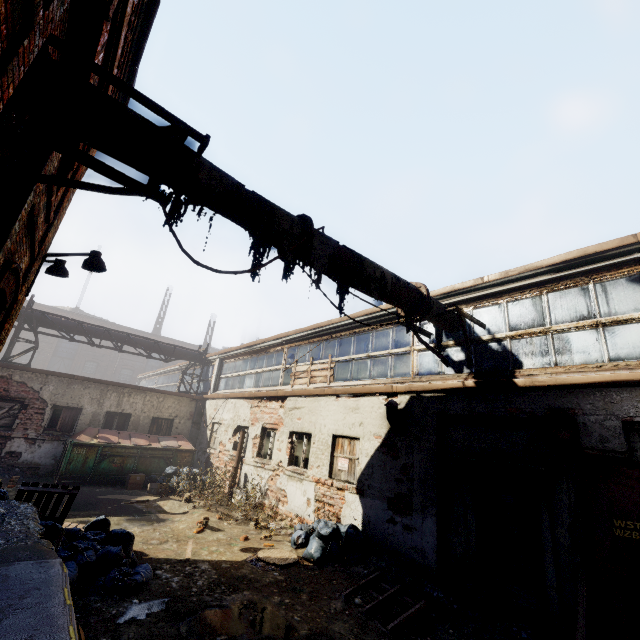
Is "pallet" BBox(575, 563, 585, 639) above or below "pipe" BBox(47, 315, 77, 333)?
below

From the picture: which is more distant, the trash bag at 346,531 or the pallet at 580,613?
the trash bag at 346,531

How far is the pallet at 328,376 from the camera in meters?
10.6

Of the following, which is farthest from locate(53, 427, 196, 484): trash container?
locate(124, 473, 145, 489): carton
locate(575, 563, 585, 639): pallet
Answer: locate(575, 563, 585, 639): pallet

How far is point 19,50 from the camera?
2.0m

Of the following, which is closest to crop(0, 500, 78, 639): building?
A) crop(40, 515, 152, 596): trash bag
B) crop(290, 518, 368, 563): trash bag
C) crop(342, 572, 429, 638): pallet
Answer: crop(40, 515, 152, 596): trash bag

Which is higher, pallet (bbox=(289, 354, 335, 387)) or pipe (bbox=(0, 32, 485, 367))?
pipe (bbox=(0, 32, 485, 367))

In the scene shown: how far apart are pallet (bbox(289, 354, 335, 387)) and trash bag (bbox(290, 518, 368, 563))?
3.7 meters
